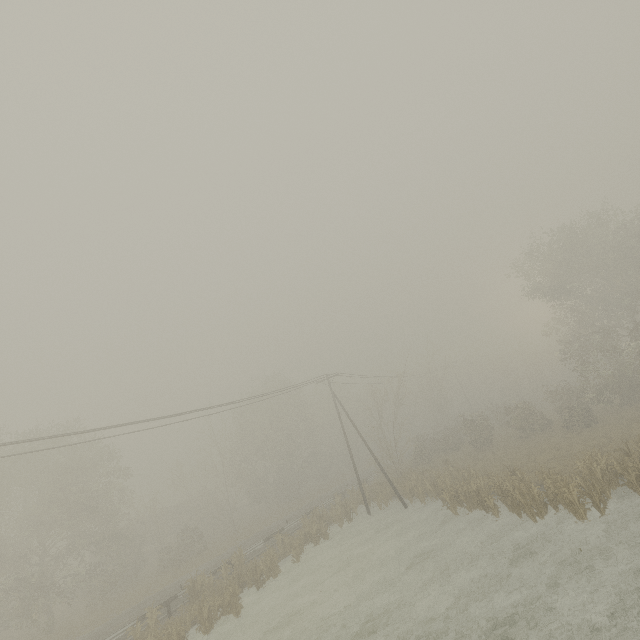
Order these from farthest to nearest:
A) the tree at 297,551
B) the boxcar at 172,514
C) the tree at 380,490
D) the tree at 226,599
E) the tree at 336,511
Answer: the boxcar at 172,514 → the tree at 380,490 → the tree at 336,511 → the tree at 297,551 → the tree at 226,599

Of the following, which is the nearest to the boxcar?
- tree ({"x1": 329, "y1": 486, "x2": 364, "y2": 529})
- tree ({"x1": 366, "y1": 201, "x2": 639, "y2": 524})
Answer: tree ({"x1": 366, "y1": 201, "x2": 639, "y2": 524})

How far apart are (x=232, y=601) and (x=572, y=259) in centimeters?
3639cm

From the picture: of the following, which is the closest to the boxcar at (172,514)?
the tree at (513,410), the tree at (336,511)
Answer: the tree at (513,410)

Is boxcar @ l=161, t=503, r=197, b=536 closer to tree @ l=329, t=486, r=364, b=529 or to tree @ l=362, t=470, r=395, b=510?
tree @ l=362, t=470, r=395, b=510

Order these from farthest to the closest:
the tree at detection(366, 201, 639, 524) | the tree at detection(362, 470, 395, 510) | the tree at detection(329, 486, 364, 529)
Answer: the tree at detection(362, 470, 395, 510)
the tree at detection(329, 486, 364, 529)
the tree at detection(366, 201, 639, 524)

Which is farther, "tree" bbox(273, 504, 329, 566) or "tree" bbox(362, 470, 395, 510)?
"tree" bbox(362, 470, 395, 510)

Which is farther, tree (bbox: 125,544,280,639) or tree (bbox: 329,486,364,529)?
tree (bbox: 329,486,364,529)
